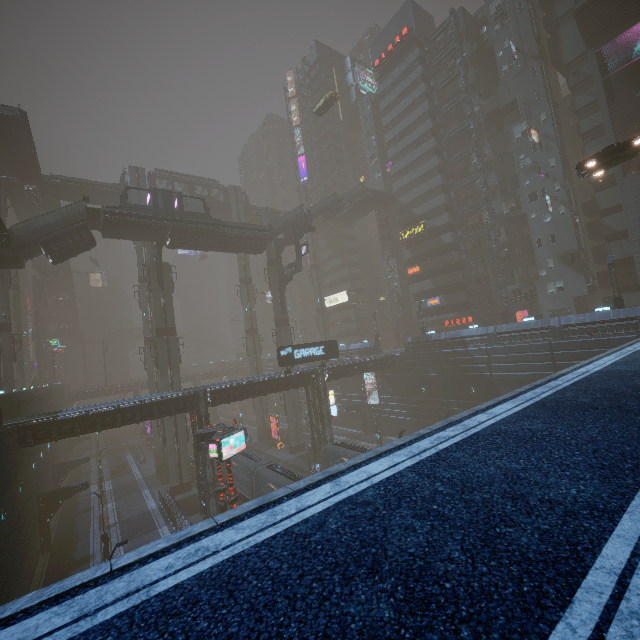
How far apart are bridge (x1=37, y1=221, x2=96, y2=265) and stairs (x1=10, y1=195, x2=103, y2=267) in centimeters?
1cm

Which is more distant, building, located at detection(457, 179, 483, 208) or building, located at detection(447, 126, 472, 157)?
building, located at detection(447, 126, 472, 157)

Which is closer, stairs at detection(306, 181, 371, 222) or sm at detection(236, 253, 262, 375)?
stairs at detection(306, 181, 371, 222)

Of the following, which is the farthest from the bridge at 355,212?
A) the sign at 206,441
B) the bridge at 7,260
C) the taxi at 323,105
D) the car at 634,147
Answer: the bridge at 7,260

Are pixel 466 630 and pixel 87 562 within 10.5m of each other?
no

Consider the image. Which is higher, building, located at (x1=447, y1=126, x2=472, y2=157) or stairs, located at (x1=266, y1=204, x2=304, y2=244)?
building, located at (x1=447, y1=126, x2=472, y2=157)

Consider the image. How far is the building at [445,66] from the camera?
48.4 meters

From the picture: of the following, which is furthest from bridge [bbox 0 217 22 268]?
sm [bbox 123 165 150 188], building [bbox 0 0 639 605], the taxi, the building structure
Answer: the taxi
